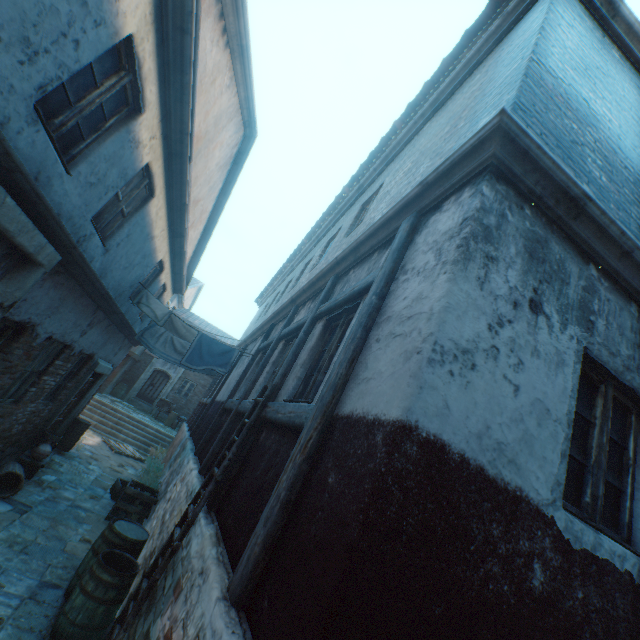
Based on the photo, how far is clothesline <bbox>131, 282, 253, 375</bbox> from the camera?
8.0 meters

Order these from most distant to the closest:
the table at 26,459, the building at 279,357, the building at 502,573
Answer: the table at 26,459 → the building at 279,357 → the building at 502,573

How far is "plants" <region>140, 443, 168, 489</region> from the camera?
9.3m

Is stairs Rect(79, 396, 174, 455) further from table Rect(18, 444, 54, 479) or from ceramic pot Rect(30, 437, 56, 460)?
ceramic pot Rect(30, 437, 56, 460)

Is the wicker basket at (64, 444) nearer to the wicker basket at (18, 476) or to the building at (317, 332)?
A: the building at (317, 332)

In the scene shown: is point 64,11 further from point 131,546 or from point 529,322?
point 131,546

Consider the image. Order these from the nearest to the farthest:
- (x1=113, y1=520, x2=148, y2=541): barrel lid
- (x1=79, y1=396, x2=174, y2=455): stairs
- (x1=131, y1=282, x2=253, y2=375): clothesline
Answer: (x1=113, y1=520, x2=148, y2=541): barrel lid < (x1=131, y1=282, x2=253, y2=375): clothesline < (x1=79, y1=396, x2=174, y2=455): stairs

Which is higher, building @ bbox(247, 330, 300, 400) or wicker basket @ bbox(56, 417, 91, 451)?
building @ bbox(247, 330, 300, 400)
